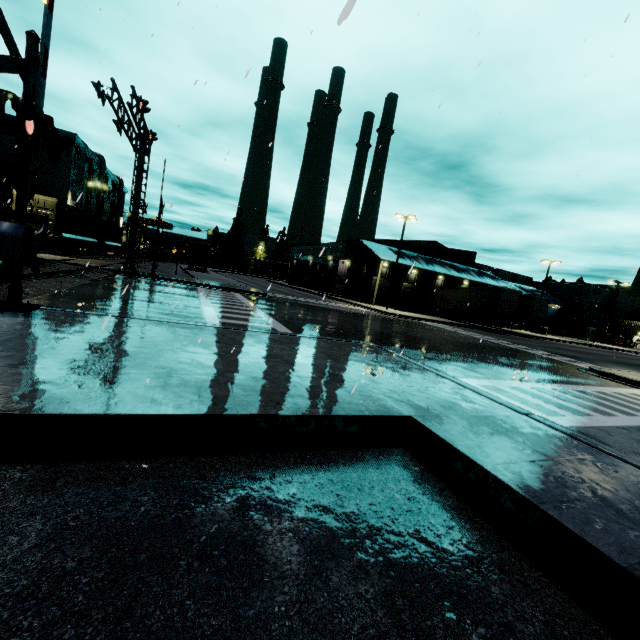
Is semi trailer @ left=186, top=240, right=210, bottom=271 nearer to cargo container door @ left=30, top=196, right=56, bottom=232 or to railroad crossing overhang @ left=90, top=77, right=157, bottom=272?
cargo container door @ left=30, top=196, right=56, bottom=232

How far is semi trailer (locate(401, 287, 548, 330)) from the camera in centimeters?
3184cm

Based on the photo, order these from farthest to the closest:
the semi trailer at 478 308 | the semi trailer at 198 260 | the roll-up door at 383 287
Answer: the roll-up door at 383 287 < the semi trailer at 198 260 < the semi trailer at 478 308

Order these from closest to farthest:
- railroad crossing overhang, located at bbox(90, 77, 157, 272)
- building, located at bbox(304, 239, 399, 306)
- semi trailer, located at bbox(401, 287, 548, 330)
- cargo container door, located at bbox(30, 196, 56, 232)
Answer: railroad crossing overhang, located at bbox(90, 77, 157, 272) < cargo container door, located at bbox(30, 196, 56, 232) < semi trailer, located at bbox(401, 287, 548, 330) < building, located at bbox(304, 239, 399, 306)

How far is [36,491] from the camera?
2.6m

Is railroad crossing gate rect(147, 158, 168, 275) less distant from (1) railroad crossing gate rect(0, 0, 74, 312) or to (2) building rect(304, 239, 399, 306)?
(2) building rect(304, 239, 399, 306)

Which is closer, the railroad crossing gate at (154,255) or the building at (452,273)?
the railroad crossing gate at (154,255)

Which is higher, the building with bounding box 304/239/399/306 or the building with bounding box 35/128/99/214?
the building with bounding box 35/128/99/214
